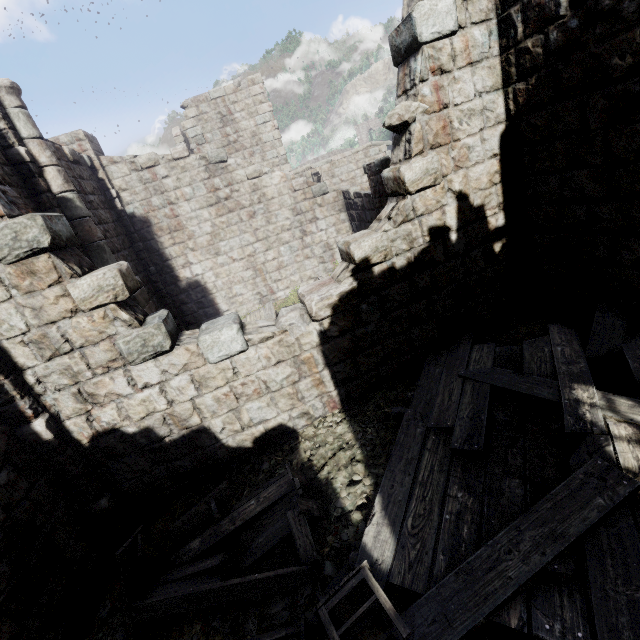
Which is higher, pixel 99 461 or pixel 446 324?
pixel 99 461

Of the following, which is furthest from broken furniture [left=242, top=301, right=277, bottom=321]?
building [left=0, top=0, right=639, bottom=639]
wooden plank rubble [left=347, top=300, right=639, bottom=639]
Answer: wooden plank rubble [left=347, top=300, right=639, bottom=639]

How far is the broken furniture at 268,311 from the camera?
10.17m

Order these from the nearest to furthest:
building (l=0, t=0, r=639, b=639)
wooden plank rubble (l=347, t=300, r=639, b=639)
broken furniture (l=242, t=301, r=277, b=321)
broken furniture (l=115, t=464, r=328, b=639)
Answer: wooden plank rubble (l=347, t=300, r=639, b=639), broken furniture (l=115, t=464, r=328, b=639), building (l=0, t=0, r=639, b=639), broken furniture (l=242, t=301, r=277, b=321)

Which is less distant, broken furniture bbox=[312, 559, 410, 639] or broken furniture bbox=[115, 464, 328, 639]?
broken furniture bbox=[312, 559, 410, 639]

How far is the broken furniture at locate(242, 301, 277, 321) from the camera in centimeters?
1017cm

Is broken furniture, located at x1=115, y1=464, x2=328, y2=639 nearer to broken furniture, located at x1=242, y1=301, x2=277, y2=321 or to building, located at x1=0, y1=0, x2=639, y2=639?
building, located at x1=0, y1=0, x2=639, y2=639

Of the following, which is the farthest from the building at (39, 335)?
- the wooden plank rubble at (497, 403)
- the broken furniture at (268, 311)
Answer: the broken furniture at (268, 311)
